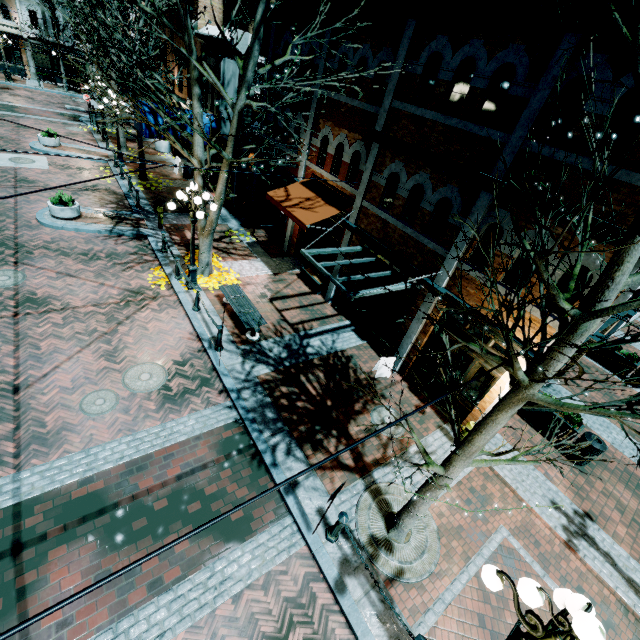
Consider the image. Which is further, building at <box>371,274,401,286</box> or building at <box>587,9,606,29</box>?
building at <box>371,274,401,286</box>

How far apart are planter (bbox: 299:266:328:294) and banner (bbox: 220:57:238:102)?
7.44m

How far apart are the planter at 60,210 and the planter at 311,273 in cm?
941

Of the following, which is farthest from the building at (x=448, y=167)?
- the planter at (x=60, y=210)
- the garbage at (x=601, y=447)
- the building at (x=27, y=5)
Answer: the building at (x=27, y=5)

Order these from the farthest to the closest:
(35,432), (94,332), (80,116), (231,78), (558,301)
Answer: (80,116) < (231,78) < (94,332) < (35,432) < (558,301)

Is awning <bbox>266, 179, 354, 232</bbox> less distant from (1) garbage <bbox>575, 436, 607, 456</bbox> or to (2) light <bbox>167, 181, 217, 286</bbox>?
(2) light <bbox>167, 181, 217, 286</bbox>

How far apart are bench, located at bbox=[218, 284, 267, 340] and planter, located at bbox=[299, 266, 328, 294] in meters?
3.2

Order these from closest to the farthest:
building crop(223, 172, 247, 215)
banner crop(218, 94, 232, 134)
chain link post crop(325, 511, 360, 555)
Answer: chain link post crop(325, 511, 360, 555) < banner crop(218, 94, 232, 134) < building crop(223, 172, 247, 215)
